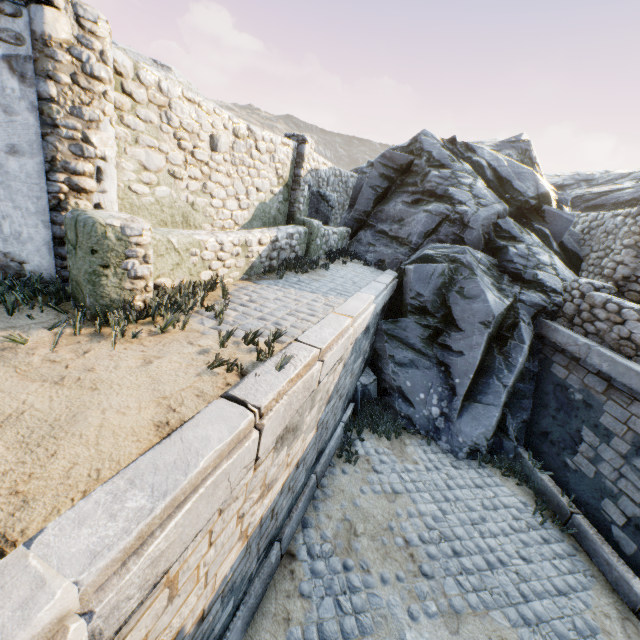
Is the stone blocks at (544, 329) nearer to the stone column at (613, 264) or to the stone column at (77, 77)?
the stone column at (613, 264)

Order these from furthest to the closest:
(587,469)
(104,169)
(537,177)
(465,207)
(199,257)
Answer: (537,177)
(465,207)
(587,469)
(199,257)
(104,169)

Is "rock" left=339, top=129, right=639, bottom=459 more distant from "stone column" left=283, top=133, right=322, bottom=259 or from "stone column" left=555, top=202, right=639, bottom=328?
"stone column" left=283, top=133, right=322, bottom=259

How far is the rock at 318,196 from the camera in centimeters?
1021cm

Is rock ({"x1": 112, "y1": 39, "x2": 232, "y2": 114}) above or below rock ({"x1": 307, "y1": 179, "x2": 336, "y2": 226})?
above

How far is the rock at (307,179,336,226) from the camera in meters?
10.2 m

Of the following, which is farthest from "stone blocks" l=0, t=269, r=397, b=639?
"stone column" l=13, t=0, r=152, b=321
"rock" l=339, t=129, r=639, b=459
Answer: "stone column" l=13, t=0, r=152, b=321
